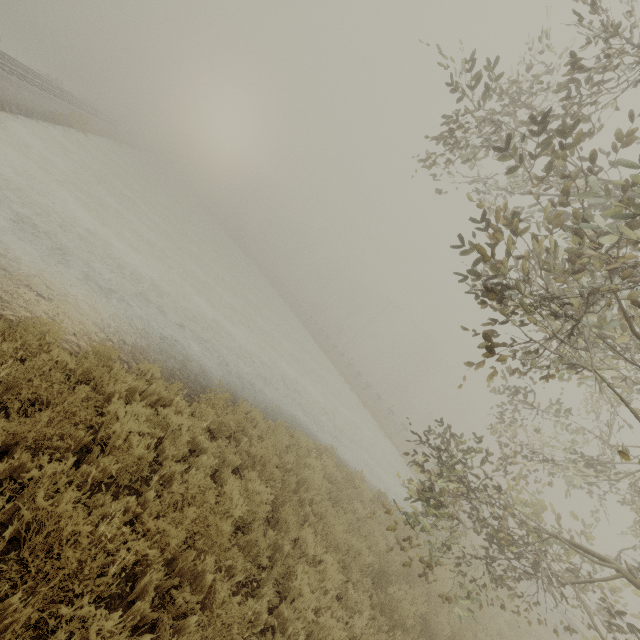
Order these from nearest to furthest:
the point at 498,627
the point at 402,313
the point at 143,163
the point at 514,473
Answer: the point at 498,627 < the point at 143,163 < the point at 402,313 < the point at 514,473
